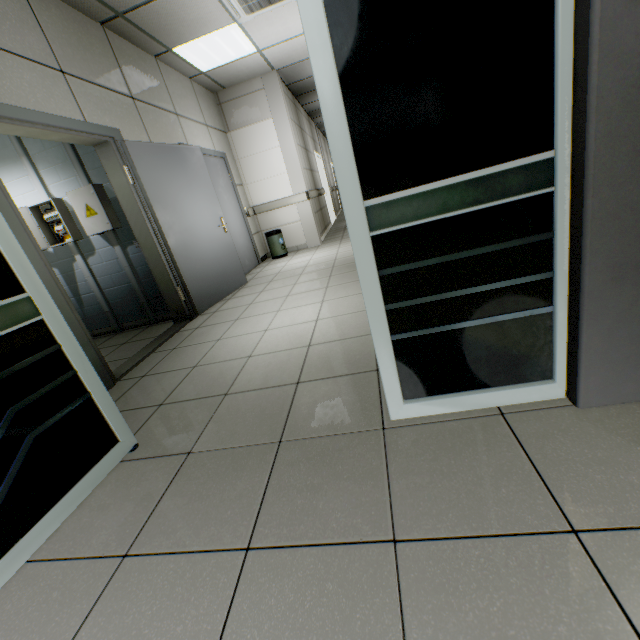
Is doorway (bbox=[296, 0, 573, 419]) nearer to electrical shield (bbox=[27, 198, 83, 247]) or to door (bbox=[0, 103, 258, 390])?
door (bbox=[0, 103, 258, 390])

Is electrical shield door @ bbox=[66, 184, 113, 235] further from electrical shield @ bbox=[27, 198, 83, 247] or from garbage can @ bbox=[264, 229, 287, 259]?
garbage can @ bbox=[264, 229, 287, 259]

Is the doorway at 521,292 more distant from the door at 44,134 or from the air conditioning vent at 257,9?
the air conditioning vent at 257,9

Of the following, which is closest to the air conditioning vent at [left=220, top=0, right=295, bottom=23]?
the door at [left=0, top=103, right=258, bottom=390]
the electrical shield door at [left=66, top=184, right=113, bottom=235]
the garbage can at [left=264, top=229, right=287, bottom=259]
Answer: the door at [left=0, top=103, right=258, bottom=390]

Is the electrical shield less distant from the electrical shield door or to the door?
the electrical shield door

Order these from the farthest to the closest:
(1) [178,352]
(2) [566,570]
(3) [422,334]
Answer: (1) [178,352]
(3) [422,334]
(2) [566,570]

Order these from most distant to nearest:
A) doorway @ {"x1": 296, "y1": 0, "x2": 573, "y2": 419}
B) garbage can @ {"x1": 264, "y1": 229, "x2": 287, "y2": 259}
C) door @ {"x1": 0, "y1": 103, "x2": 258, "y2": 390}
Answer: garbage can @ {"x1": 264, "y1": 229, "x2": 287, "y2": 259} → door @ {"x1": 0, "y1": 103, "x2": 258, "y2": 390} → doorway @ {"x1": 296, "y1": 0, "x2": 573, "y2": 419}

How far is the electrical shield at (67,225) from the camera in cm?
381
